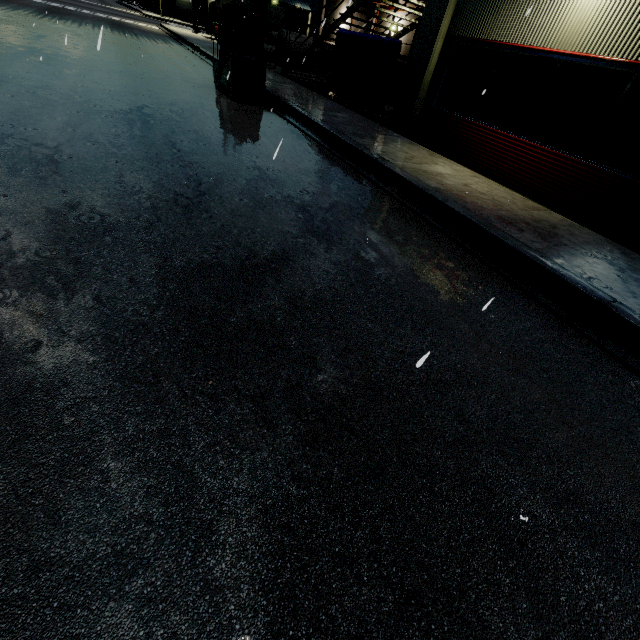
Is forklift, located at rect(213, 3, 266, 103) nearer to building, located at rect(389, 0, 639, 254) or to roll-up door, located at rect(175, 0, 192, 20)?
building, located at rect(389, 0, 639, 254)

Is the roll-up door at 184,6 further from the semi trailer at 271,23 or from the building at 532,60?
the semi trailer at 271,23

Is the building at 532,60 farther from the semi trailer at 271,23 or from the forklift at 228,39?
the forklift at 228,39

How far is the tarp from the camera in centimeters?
1051cm

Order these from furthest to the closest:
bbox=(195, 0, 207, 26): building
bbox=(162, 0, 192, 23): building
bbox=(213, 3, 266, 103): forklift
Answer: bbox=(195, 0, 207, 26): building
bbox=(162, 0, 192, 23): building
bbox=(213, 3, 266, 103): forklift

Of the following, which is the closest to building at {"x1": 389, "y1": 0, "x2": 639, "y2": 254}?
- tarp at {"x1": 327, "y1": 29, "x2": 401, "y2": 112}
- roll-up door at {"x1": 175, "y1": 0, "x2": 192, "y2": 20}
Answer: roll-up door at {"x1": 175, "y1": 0, "x2": 192, "y2": 20}

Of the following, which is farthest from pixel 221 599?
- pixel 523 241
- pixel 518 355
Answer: pixel 523 241

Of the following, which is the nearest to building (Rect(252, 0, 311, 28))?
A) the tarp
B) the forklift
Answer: the tarp
